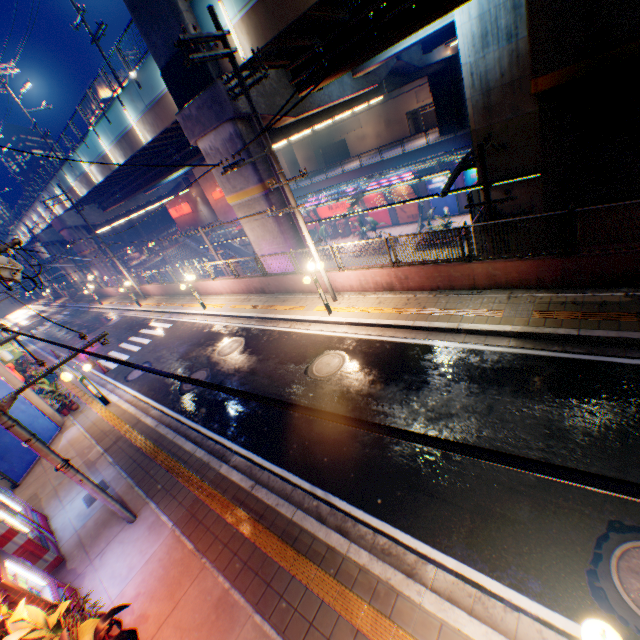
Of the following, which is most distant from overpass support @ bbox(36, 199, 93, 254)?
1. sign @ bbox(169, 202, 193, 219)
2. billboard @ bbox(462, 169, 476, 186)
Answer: billboard @ bbox(462, 169, 476, 186)

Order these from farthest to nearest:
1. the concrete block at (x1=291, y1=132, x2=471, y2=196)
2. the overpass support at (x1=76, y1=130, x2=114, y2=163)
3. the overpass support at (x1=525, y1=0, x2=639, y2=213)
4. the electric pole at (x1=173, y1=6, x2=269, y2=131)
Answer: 1. the concrete block at (x1=291, y1=132, x2=471, y2=196)
2. the overpass support at (x1=76, y1=130, x2=114, y2=163)
3. the electric pole at (x1=173, y1=6, x2=269, y2=131)
4. the overpass support at (x1=525, y1=0, x2=639, y2=213)

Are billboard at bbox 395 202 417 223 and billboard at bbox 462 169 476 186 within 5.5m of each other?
yes

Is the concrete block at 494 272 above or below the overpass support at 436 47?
below

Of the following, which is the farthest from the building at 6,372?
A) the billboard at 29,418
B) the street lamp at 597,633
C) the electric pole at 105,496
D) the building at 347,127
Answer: the building at 347,127

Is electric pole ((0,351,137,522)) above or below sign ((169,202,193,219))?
below

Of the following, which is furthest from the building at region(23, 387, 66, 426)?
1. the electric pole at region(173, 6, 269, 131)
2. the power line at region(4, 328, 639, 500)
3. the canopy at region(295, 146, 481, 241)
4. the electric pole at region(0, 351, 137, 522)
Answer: the canopy at region(295, 146, 481, 241)

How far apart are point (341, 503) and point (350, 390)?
3.18m
